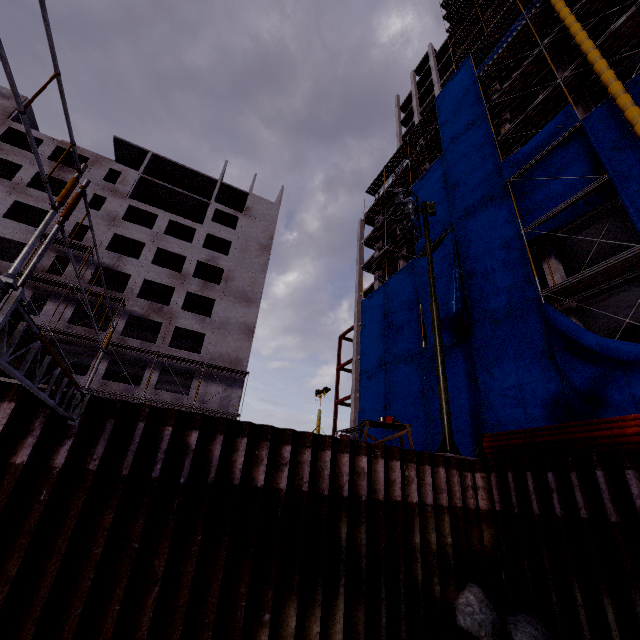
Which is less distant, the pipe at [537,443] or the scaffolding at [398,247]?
the pipe at [537,443]

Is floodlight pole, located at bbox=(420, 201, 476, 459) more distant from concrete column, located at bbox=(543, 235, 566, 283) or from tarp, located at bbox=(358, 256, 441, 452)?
concrete column, located at bbox=(543, 235, 566, 283)

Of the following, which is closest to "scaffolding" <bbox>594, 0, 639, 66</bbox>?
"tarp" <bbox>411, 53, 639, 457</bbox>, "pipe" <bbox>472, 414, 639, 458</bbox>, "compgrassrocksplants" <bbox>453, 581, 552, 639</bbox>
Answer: "tarp" <bbox>411, 53, 639, 457</bbox>

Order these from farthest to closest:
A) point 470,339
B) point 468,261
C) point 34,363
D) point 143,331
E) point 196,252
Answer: point 196,252, point 143,331, point 468,261, point 470,339, point 34,363

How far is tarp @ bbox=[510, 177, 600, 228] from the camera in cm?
1570

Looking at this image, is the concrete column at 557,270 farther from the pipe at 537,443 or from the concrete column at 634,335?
the pipe at 537,443

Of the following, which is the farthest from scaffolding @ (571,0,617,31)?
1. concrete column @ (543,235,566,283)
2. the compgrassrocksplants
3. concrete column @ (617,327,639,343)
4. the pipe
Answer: the compgrassrocksplants

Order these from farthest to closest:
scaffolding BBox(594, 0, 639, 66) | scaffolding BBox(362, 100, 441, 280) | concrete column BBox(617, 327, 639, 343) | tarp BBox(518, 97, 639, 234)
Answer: scaffolding BBox(362, 100, 441, 280)
concrete column BBox(617, 327, 639, 343)
scaffolding BBox(594, 0, 639, 66)
tarp BBox(518, 97, 639, 234)
